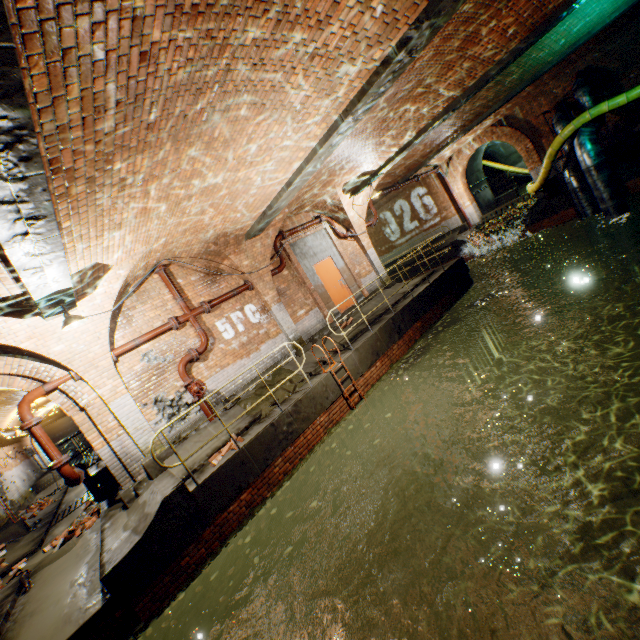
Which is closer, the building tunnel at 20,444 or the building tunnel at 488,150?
the building tunnel at 20,444

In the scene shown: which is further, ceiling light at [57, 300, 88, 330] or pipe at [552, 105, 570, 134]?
pipe at [552, 105, 570, 134]

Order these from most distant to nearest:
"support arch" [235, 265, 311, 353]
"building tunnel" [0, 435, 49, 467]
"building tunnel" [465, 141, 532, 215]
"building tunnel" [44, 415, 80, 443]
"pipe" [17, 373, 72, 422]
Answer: "building tunnel" [44, 415, 80, 443]
"building tunnel" [465, 141, 532, 215]
"building tunnel" [0, 435, 49, 467]
"support arch" [235, 265, 311, 353]
"pipe" [17, 373, 72, 422]

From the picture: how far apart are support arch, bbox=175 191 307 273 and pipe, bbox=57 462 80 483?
5.31m

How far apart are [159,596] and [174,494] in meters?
1.6 m

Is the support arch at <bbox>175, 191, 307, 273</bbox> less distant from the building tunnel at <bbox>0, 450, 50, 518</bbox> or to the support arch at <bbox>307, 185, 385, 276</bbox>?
the support arch at <bbox>307, 185, 385, 276</bbox>

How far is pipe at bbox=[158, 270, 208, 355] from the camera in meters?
8.8 m

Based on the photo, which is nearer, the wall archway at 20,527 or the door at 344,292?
the wall archway at 20,527
